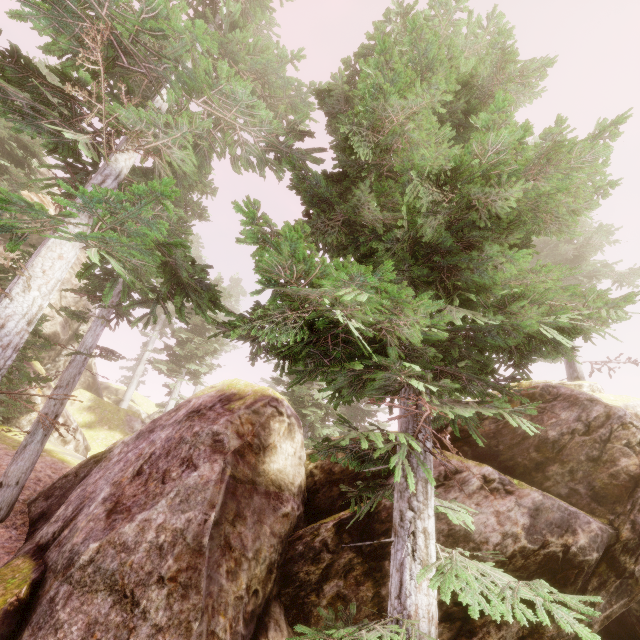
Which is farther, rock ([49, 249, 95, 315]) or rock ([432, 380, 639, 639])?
rock ([49, 249, 95, 315])

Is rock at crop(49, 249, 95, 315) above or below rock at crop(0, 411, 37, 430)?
above

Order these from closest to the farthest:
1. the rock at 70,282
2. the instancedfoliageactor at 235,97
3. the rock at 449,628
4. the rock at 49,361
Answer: the instancedfoliageactor at 235,97 → the rock at 449,628 → the rock at 49,361 → the rock at 70,282

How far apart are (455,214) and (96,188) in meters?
4.3

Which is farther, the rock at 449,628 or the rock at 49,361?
the rock at 49,361

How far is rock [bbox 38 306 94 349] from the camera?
21.0m
